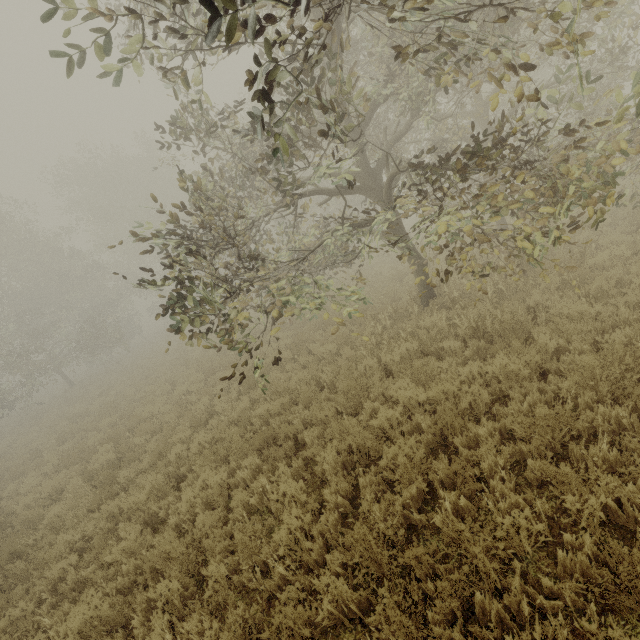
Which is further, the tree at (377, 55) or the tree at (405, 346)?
the tree at (405, 346)

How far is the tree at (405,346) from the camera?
7.43m

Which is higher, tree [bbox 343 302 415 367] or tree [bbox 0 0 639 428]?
tree [bbox 0 0 639 428]

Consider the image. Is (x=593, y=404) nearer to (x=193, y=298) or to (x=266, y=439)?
(x=266, y=439)

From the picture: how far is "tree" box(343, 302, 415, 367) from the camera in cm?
743

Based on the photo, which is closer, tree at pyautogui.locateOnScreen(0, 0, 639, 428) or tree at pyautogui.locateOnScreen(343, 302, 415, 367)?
tree at pyautogui.locateOnScreen(0, 0, 639, 428)
